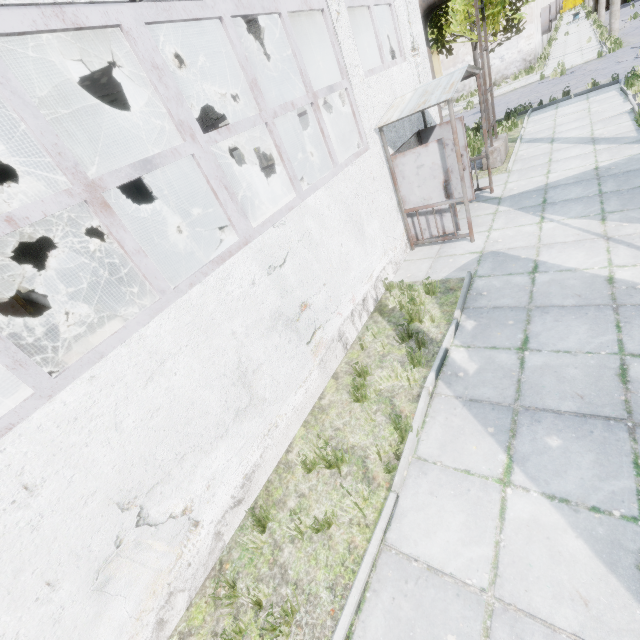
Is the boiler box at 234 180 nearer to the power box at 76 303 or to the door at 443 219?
the power box at 76 303

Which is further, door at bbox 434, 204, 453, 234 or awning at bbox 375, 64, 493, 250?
door at bbox 434, 204, 453, 234

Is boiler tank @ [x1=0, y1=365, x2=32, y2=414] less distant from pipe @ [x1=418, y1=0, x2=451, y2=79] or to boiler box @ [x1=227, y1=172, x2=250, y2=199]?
boiler box @ [x1=227, y1=172, x2=250, y2=199]

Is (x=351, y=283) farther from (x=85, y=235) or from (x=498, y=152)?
(x=85, y=235)

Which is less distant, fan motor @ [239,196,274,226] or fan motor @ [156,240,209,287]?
fan motor @ [156,240,209,287]

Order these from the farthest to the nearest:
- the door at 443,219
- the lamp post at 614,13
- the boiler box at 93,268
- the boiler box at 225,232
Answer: the lamp post at 614,13, the boiler box at 225,232, the boiler box at 93,268, the door at 443,219

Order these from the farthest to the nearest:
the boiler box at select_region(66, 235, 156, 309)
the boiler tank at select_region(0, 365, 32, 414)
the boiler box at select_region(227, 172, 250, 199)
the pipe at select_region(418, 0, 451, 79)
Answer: the boiler box at select_region(227, 172, 250, 199) < the boiler box at select_region(66, 235, 156, 309) < the pipe at select_region(418, 0, 451, 79) < the boiler tank at select_region(0, 365, 32, 414)

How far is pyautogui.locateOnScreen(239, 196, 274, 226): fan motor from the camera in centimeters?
1316cm
